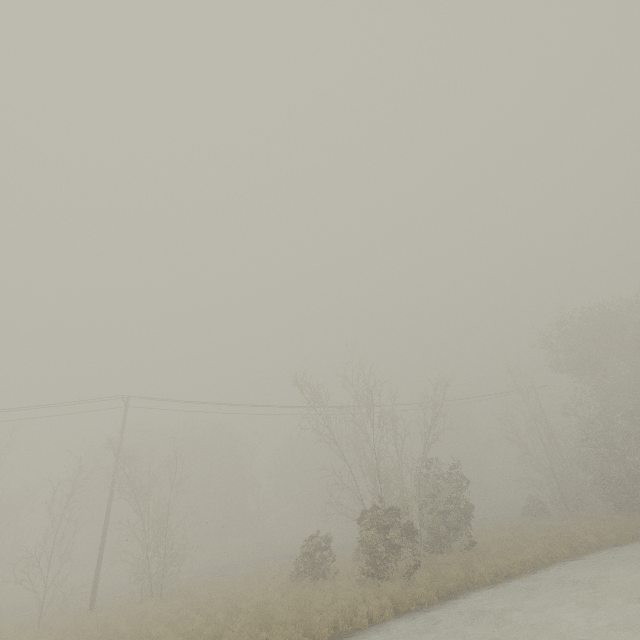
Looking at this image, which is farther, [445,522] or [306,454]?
[306,454]
